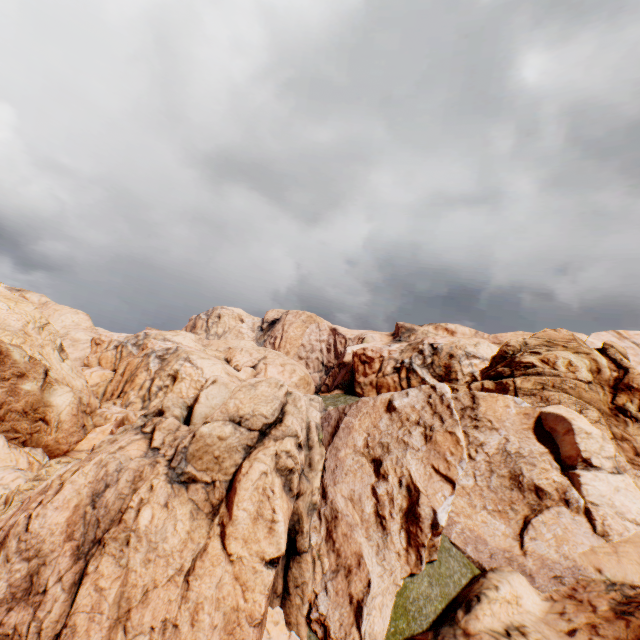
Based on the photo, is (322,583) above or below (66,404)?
above
